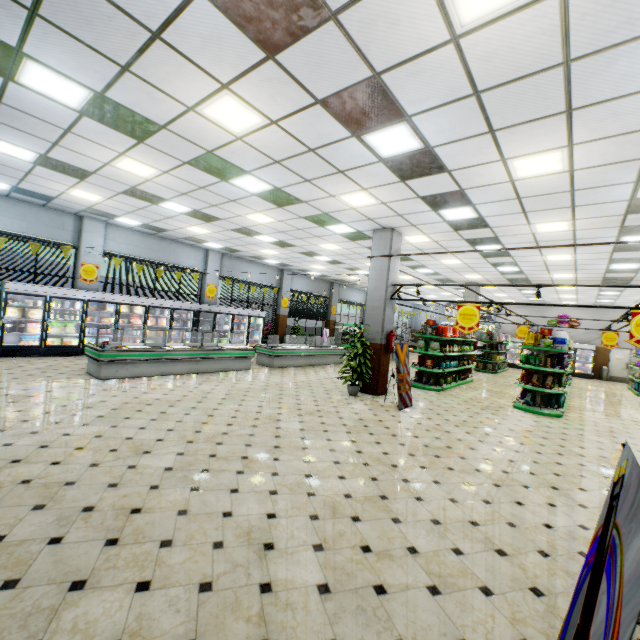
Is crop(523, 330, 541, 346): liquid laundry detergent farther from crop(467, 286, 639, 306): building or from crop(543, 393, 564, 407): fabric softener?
crop(467, 286, 639, 306): building

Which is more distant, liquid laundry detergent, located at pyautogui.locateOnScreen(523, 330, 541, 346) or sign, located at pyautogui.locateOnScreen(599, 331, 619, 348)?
sign, located at pyautogui.locateOnScreen(599, 331, 619, 348)

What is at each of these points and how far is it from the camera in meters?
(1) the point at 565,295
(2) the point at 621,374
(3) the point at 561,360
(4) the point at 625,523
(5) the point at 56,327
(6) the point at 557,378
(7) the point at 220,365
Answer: (1) building, 18.8
(2) door, 21.0
(3) fabric softener, 9.4
(4) sign, 1.0
(5) boxed frozen food, 10.7
(6) fabric softener, 10.6
(7) meat refrigerator, 10.8

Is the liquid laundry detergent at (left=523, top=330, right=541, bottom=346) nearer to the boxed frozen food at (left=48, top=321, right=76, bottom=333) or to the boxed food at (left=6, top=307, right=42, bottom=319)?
the boxed frozen food at (left=48, top=321, right=76, bottom=333)

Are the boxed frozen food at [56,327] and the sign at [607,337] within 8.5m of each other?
no

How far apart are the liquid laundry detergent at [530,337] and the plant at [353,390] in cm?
492

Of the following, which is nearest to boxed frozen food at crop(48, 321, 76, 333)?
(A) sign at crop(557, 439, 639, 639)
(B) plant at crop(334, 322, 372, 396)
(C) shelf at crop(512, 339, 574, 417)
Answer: (B) plant at crop(334, 322, 372, 396)

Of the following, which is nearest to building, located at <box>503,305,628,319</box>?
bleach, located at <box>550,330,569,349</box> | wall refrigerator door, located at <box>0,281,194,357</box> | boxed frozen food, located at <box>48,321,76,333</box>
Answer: wall refrigerator door, located at <box>0,281,194,357</box>
